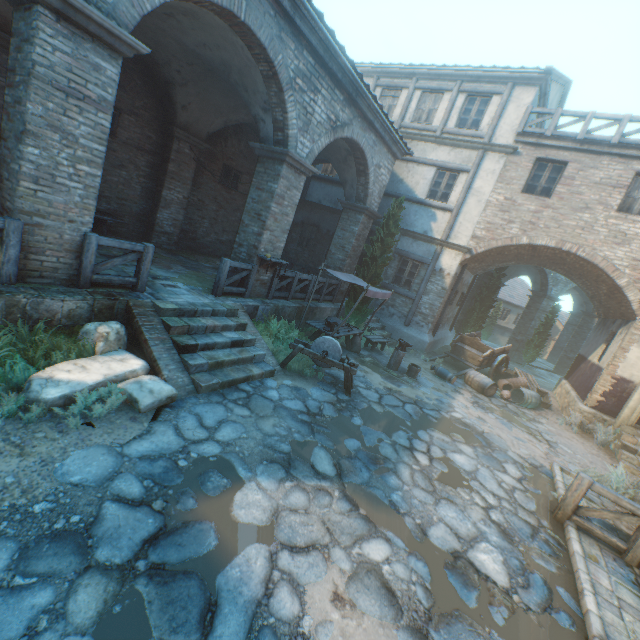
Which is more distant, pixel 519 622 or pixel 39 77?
pixel 39 77

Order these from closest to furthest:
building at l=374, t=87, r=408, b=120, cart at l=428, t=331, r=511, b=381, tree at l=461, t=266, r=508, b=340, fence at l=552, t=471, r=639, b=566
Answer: fence at l=552, t=471, r=639, b=566 < cart at l=428, t=331, r=511, b=381 < building at l=374, t=87, r=408, b=120 < tree at l=461, t=266, r=508, b=340

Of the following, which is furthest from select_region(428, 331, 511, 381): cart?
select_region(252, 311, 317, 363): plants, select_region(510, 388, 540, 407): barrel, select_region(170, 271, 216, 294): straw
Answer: select_region(170, 271, 216, 294): straw

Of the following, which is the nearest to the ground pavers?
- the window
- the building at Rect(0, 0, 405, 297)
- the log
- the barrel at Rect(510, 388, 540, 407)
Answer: the log

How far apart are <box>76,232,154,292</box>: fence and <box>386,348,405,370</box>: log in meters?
7.6 m

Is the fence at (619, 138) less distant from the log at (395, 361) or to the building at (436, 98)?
the building at (436, 98)

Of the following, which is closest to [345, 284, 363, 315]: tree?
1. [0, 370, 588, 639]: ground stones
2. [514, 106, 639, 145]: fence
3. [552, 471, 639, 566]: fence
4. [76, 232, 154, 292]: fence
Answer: [0, 370, 588, 639]: ground stones

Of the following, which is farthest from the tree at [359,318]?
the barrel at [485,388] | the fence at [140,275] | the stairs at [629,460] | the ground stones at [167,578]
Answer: the stairs at [629,460]
